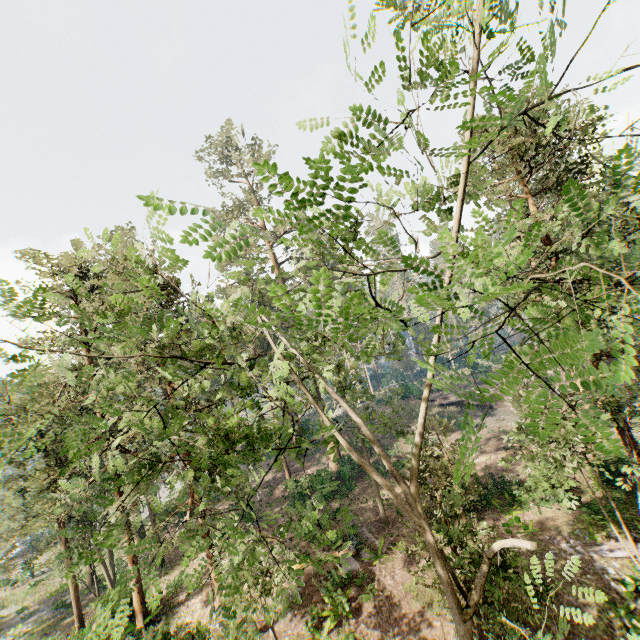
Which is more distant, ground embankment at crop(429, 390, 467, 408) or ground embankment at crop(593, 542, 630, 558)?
ground embankment at crop(429, 390, 467, 408)

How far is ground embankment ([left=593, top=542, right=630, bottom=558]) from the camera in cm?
1414

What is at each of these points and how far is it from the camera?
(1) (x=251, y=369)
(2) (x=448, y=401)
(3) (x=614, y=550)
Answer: (1) foliage, 6.7 meters
(2) ground embankment, 40.1 meters
(3) ground embankment, 14.4 meters

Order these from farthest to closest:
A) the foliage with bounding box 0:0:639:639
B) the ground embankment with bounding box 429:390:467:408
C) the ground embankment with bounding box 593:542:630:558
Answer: the ground embankment with bounding box 429:390:467:408 < the ground embankment with bounding box 593:542:630:558 < the foliage with bounding box 0:0:639:639

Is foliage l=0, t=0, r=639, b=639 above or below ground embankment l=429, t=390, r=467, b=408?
above

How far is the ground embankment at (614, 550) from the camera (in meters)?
14.14

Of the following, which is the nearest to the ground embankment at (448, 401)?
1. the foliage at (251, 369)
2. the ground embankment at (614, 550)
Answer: the foliage at (251, 369)

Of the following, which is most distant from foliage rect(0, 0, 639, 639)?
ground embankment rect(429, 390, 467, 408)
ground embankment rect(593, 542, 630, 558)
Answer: ground embankment rect(429, 390, 467, 408)
